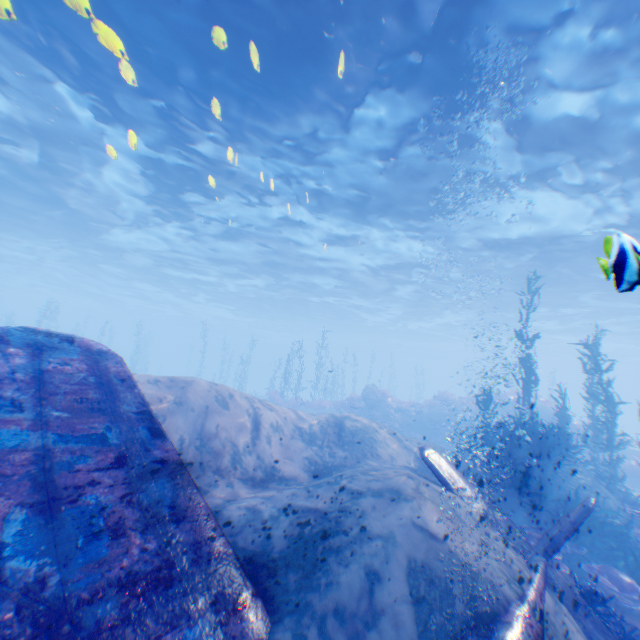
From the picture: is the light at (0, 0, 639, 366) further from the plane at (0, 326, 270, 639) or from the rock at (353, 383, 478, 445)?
the rock at (353, 383, 478, 445)

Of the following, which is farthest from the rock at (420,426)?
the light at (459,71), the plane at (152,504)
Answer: the plane at (152,504)

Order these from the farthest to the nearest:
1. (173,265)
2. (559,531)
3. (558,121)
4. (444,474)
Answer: (173,265) → (558,121) → (444,474) → (559,531)

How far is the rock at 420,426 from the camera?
A: 21.2m

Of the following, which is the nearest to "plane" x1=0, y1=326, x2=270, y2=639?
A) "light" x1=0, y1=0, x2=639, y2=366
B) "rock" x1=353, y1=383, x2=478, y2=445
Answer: "light" x1=0, y1=0, x2=639, y2=366

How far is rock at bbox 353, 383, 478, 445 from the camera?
21.16m
